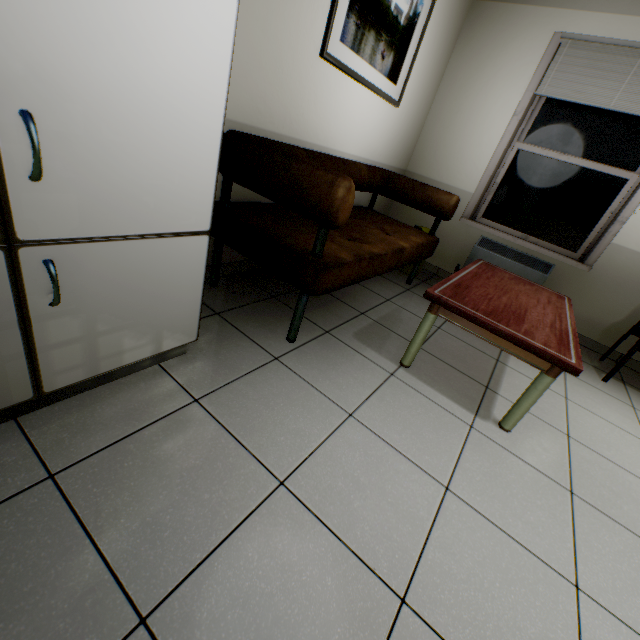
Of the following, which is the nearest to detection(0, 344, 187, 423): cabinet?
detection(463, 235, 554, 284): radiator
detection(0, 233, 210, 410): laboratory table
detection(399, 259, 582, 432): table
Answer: detection(0, 233, 210, 410): laboratory table

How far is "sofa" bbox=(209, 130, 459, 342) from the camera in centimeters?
149cm

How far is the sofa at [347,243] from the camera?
1.49m

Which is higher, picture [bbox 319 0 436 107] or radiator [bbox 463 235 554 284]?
picture [bbox 319 0 436 107]

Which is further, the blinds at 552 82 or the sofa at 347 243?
the blinds at 552 82

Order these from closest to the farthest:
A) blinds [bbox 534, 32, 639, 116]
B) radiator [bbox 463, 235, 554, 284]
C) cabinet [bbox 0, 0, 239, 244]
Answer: cabinet [bbox 0, 0, 239, 244]
blinds [bbox 534, 32, 639, 116]
radiator [bbox 463, 235, 554, 284]

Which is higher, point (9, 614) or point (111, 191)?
point (111, 191)

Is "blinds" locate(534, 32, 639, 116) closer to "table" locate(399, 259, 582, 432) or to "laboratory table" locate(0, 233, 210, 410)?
"table" locate(399, 259, 582, 432)
